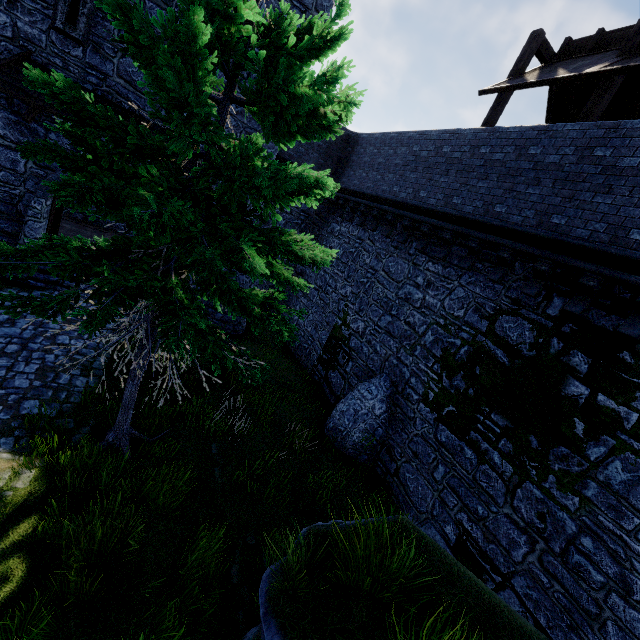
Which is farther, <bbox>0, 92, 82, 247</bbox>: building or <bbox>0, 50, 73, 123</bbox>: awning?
<bbox>0, 92, 82, 247</bbox>: building

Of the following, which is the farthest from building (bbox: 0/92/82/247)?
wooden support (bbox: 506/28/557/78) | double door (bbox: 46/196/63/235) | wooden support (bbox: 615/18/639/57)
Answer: wooden support (bbox: 615/18/639/57)

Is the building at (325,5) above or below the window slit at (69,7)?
above

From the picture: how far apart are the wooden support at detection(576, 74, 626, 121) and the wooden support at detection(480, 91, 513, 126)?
2.6 meters

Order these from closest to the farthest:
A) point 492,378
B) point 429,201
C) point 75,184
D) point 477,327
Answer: point 75,184 < point 492,378 < point 477,327 < point 429,201

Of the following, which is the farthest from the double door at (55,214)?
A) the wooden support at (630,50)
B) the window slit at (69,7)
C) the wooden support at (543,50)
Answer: the wooden support at (630,50)

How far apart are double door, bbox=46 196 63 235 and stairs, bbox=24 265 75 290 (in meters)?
0.48
